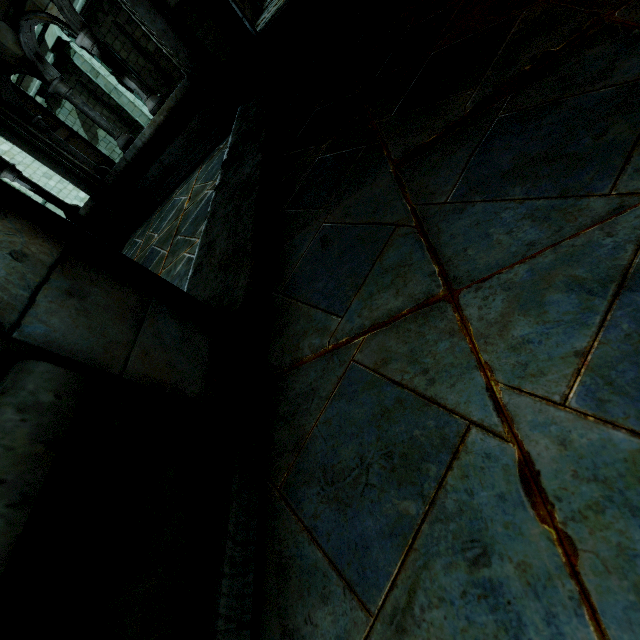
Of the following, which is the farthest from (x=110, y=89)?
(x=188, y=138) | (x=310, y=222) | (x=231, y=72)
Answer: (x=310, y=222)

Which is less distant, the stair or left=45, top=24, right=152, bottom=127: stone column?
the stair

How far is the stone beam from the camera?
4.93m

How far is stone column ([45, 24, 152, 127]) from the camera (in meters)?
12.61

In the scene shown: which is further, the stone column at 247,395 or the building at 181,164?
the building at 181,164

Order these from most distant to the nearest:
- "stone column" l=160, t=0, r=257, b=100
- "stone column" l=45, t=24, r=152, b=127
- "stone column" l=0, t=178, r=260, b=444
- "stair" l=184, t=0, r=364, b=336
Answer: "stone column" l=45, t=24, r=152, b=127, "stone column" l=160, t=0, r=257, b=100, "stair" l=184, t=0, r=364, b=336, "stone column" l=0, t=178, r=260, b=444

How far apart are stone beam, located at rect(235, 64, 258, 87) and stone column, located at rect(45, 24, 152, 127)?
12.82m

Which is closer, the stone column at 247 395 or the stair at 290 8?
the stone column at 247 395
